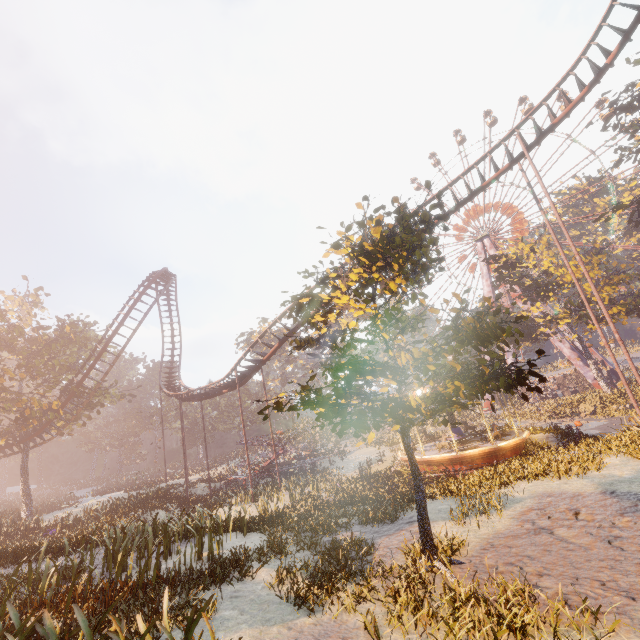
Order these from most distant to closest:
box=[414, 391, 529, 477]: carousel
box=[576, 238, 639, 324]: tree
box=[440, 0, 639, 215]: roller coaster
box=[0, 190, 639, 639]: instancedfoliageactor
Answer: box=[576, 238, 639, 324]: tree < box=[414, 391, 529, 477]: carousel < box=[440, 0, 639, 215]: roller coaster < box=[0, 190, 639, 639]: instancedfoliageactor

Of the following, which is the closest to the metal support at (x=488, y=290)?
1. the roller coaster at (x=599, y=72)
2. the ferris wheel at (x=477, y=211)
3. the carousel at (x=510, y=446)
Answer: the ferris wheel at (x=477, y=211)

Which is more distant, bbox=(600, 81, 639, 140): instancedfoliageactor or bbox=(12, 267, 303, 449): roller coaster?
bbox=(600, 81, 639, 140): instancedfoliageactor

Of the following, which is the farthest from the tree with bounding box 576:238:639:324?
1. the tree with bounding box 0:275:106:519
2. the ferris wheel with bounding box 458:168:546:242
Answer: the tree with bounding box 0:275:106:519

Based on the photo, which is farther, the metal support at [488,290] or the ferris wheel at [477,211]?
the metal support at [488,290]

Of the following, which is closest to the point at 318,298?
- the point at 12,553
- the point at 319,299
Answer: the point at 319,299

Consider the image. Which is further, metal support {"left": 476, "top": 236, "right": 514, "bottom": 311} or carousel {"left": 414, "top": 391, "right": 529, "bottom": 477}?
metal support {"left": 476, "top": 236, "right": 514, "bottom": 311}

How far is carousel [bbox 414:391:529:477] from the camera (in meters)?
16.94
